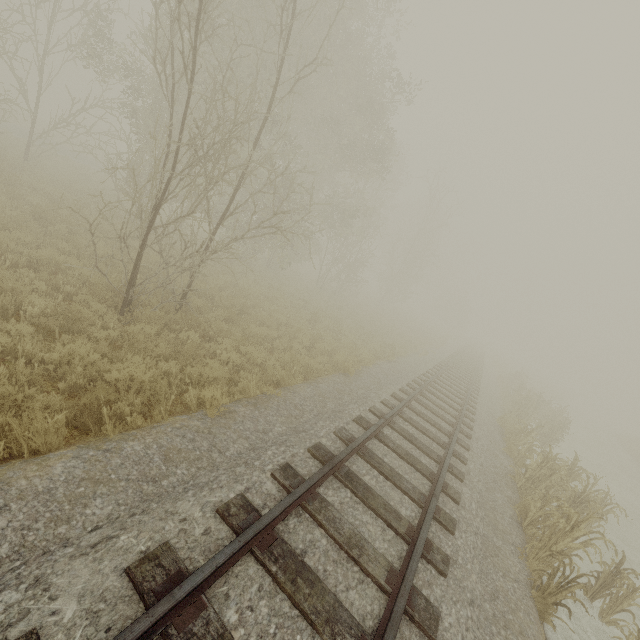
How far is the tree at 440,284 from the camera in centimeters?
5122cm

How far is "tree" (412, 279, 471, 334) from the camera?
51.2m

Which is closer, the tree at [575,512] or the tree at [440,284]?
the tree at [575,512]

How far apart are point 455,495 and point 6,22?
19.13m

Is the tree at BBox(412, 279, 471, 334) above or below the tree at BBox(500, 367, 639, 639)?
above

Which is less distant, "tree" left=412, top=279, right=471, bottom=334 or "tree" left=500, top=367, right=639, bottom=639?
"tree" left=500, top=367, right=639, bottom=639
